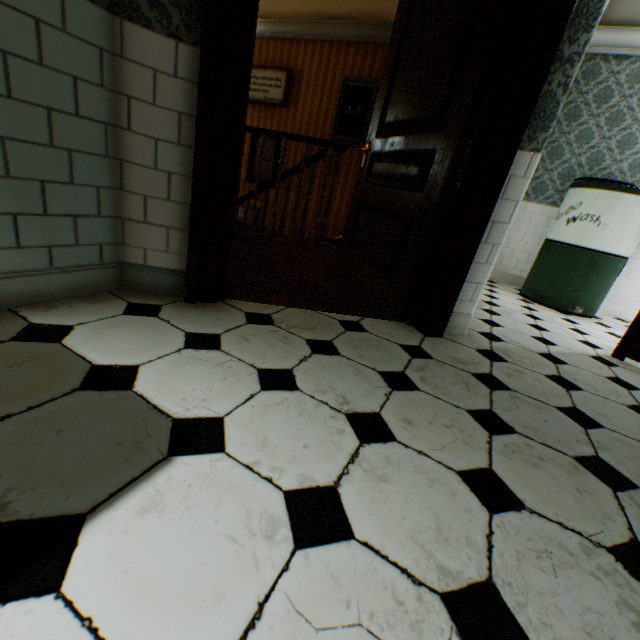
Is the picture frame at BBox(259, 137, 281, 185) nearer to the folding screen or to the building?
the building

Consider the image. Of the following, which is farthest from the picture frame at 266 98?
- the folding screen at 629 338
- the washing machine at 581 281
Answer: the folding screen at 629 338

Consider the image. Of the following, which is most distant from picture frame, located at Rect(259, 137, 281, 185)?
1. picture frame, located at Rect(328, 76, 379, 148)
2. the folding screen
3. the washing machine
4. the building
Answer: the folding screen

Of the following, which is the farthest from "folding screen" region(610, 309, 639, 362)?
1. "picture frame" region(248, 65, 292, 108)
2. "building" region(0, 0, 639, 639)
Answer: "picture frame" region(248, 65, 292, 108)

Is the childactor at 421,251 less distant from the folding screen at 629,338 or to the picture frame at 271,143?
the folding screen at 629,338

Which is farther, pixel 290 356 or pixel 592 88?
pixel 592 88

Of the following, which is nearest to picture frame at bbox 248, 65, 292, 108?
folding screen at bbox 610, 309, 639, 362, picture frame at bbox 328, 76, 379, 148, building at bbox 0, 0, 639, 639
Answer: building at bbox 0, 0, 639, 639

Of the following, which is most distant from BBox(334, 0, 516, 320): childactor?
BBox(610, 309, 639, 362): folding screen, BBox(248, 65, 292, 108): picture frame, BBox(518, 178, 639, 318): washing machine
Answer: BBox(248, 65, 292, 108): picture frame
